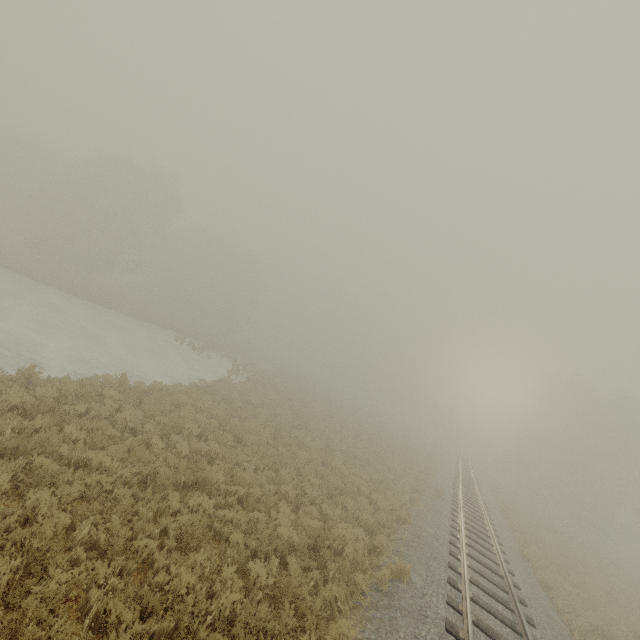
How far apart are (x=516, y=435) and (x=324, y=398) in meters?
29.3
